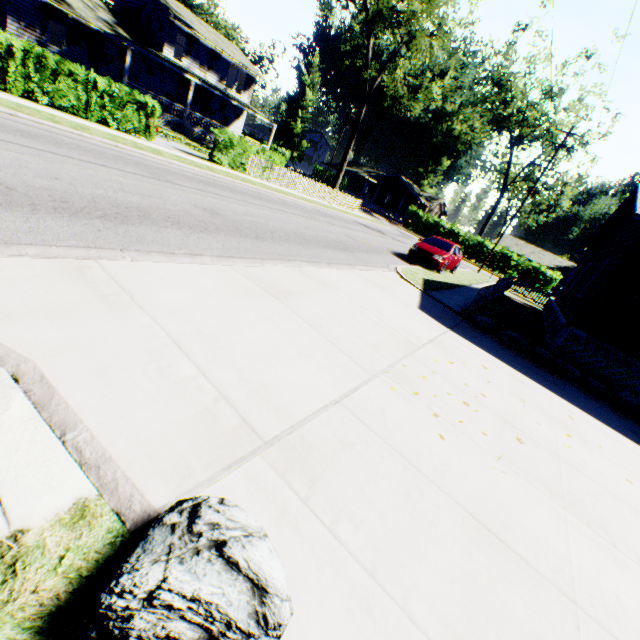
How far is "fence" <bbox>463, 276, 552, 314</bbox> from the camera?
10.3 meters

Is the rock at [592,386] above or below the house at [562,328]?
below

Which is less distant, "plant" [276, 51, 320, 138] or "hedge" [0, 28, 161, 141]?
"hedge" [0, 28, 161, 141]

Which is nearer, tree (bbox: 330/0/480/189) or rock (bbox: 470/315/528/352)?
rock (bbox: 470/315/528/352)

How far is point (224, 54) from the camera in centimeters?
3147cm

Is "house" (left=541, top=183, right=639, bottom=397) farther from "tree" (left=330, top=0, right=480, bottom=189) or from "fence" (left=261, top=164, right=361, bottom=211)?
"tree" (left=330, top=0, right=480, bottom=189)

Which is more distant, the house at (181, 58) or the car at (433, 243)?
the house at (181, 58)

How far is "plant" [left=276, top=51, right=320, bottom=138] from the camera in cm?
5578
